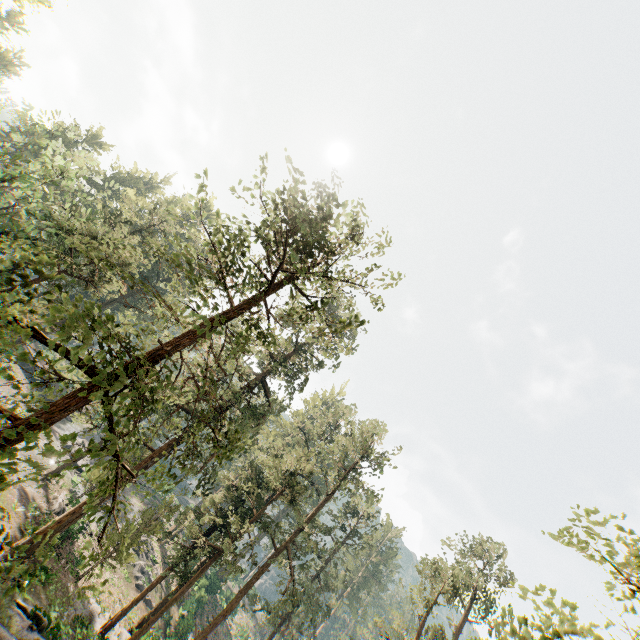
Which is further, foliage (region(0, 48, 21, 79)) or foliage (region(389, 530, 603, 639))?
foliage (region(0, 48, 21, 79))

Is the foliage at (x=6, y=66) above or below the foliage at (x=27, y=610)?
above

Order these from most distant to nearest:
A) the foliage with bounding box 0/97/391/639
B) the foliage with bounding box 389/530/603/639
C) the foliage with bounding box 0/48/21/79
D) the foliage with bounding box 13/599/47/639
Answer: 1. the foliage with bounding box 0/48/21/79
2. the foliage with bounding box 13/599/47/639
3. the foliage with bounding box 0/97/391/639
4. the foliage with bounding box 389/530/603/639

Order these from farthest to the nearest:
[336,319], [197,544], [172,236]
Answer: [172,236]
[336,319]
[197,544]

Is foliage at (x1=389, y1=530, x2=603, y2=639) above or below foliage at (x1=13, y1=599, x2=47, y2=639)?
above

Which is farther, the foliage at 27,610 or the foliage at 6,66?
the foliage at 6,66
